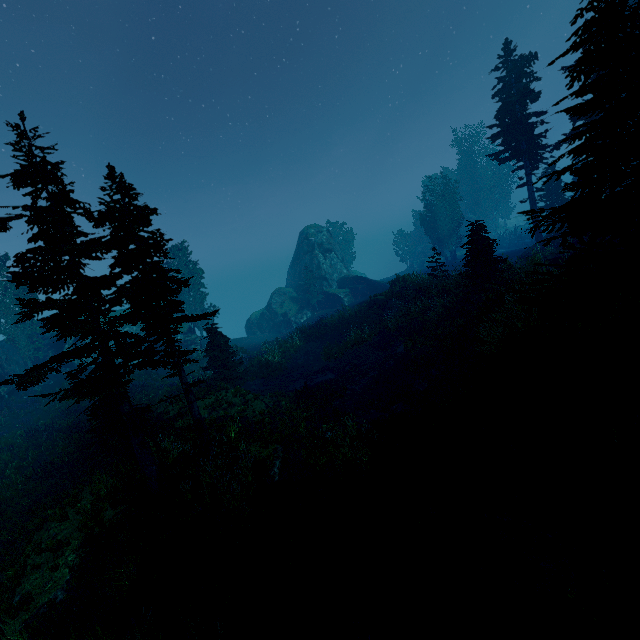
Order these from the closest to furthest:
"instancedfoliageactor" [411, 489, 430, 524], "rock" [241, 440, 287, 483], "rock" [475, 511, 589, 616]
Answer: "rock" [475, 511, 589, 616] < "instancedfoliageactor" [411, 489, 430, 524] < "rock" [241, 440, 287, 483]

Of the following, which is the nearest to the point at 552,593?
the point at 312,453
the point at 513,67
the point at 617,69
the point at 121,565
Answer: the point at 312,453

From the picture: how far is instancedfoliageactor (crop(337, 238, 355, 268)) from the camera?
59.03m

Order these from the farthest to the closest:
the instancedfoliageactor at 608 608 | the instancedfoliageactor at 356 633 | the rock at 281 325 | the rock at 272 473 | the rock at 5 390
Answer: the rock at 281 325
the rock at 5 390
the rock at 272 473
the instancedfoliageactor at 356 633
the instancedfoliageactor at 608 608

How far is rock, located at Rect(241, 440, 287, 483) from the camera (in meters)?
11.30

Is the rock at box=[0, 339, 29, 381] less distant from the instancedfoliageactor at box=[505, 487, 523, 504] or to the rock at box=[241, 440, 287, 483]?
the instancedfoliageactor at box=[505, 487, 523, 504]

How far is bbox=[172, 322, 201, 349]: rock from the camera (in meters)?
34.00

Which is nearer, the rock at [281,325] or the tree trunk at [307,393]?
the tree trunk at [307,393]
